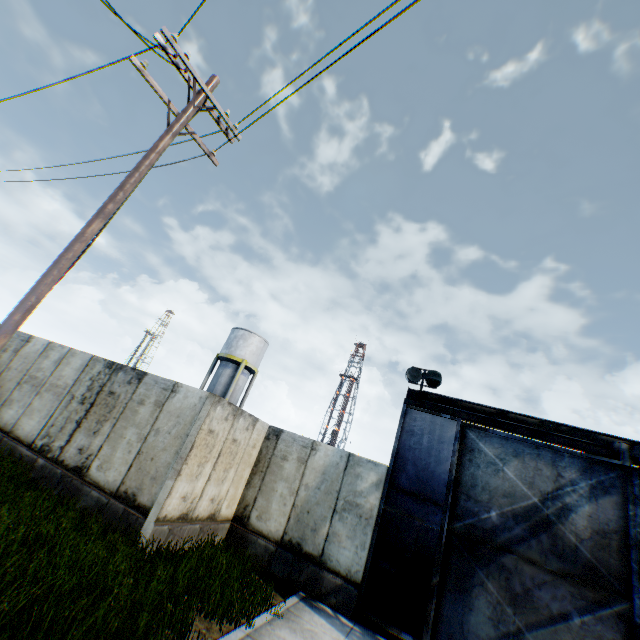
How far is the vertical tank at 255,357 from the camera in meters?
29.8 m

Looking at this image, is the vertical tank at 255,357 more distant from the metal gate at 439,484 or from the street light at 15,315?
the street light at 15,315

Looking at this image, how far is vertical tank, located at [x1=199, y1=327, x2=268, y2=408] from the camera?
29.8m

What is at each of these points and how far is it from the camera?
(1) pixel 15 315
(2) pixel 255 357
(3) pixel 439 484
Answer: (1) street light, 4.77m
(2) vertical tank, 31.48m
(3) metal gate, 8.70m

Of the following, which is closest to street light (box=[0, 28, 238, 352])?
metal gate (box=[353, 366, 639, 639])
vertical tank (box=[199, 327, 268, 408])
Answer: metal gate (box=[353, 366, 639, 639])

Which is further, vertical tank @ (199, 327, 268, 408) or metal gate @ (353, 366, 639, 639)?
vertical tank @ (199, 327, 268, 408)

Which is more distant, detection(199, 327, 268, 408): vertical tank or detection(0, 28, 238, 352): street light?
detection(199, 327, 268, 408): vertical tank

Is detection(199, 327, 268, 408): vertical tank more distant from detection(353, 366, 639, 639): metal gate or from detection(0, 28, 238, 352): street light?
detection(0, 28, 238, 352): street light
